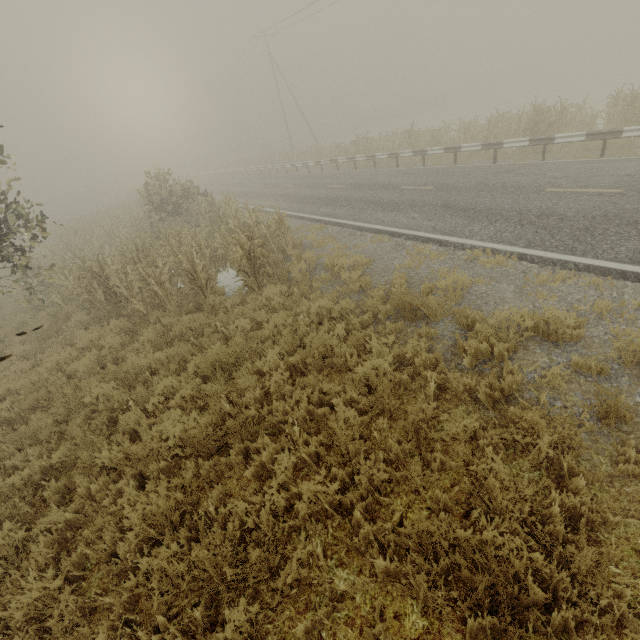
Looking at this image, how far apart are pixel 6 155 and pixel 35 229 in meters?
2.3

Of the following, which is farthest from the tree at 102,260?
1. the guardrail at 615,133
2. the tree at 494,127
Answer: the guardrail at 615,133

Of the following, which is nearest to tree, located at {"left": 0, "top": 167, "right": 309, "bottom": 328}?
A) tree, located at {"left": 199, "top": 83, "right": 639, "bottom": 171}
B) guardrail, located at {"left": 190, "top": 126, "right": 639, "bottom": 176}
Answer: tree, located at {"left": 199, "top": 83, "right": 639, "bottom": 171}

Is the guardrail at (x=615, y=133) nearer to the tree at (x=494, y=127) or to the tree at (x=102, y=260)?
the tree at (x=494, y=127)

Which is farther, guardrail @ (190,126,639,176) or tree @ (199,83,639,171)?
tree @ (199,83,639,171)

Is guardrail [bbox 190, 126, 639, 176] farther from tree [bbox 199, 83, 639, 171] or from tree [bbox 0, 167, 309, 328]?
tree [bbox 0, 167, 309, 328]
